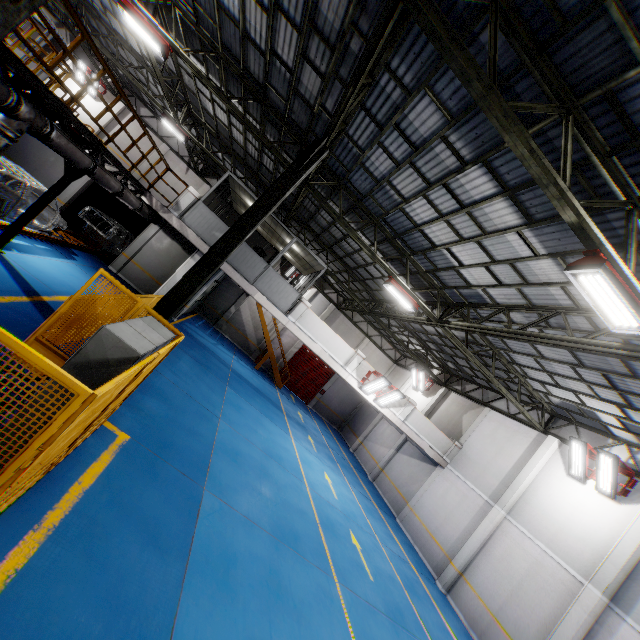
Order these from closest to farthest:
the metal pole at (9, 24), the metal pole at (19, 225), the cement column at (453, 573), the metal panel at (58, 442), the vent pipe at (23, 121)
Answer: the metal pole at (9, 24) < the metal panel at (58, 442) < the vent pipe at (23, 121) < the metal pole at (19, 225) < the cement column at (453, 573)

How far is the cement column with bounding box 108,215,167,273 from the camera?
16.7 meters

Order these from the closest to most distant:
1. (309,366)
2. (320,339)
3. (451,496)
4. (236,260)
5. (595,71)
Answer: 1. (595,71)
2. (236,260)
3. (320,339)
4. (451,496)
5. (309,366)

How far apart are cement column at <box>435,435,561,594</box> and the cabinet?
14.75m

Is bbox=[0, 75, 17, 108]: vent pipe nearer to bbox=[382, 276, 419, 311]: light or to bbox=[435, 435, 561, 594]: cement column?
bbox=[382, 276, 419, 311]: light

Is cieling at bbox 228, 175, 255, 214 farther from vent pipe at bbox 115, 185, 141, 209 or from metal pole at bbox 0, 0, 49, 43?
metal pole at bbox 0, 0, 49, 43

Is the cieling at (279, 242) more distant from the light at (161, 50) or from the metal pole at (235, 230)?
the metal pole at (235, 230)

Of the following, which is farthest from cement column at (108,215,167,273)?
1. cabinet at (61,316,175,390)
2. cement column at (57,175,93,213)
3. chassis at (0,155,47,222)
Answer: cabinet at (61,316,175,390)
